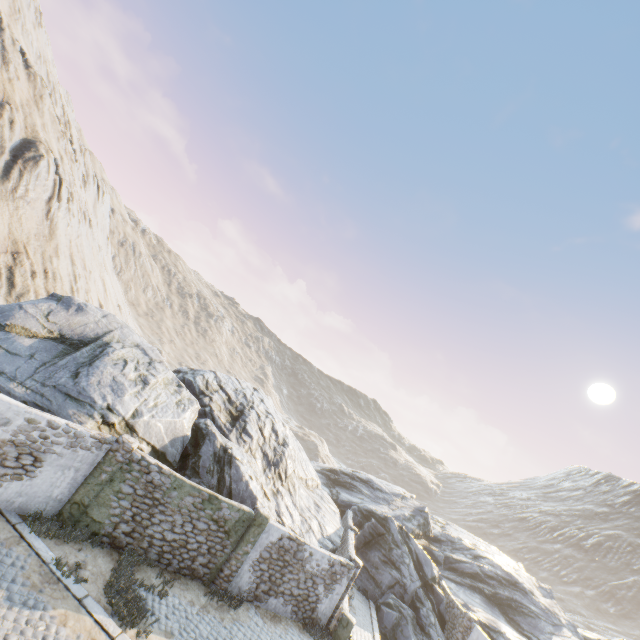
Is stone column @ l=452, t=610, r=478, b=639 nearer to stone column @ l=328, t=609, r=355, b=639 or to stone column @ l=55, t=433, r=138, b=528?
stone column @ l=328, t=609, r=355, b=639

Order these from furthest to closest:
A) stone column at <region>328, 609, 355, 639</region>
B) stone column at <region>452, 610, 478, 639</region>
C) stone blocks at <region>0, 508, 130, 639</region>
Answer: stone column at <region>452, 610, 478, 639</region>
stone column at <region>328, 609, 355, 639</region>
stone blocks at <region>0, 508, 130, 639</region>

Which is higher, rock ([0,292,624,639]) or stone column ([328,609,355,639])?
rock ([0,292,624,639])

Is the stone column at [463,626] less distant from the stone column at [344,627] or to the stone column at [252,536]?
the stone column at [344,627]

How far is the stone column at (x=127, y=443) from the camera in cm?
1082

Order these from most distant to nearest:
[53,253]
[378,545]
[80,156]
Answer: [80,156]
[53,253]
[378,545]

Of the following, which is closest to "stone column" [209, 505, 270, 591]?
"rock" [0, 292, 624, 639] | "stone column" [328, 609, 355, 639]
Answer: "rock" [0, 292, 624, 639]

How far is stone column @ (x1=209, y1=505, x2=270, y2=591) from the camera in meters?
12.8 m
